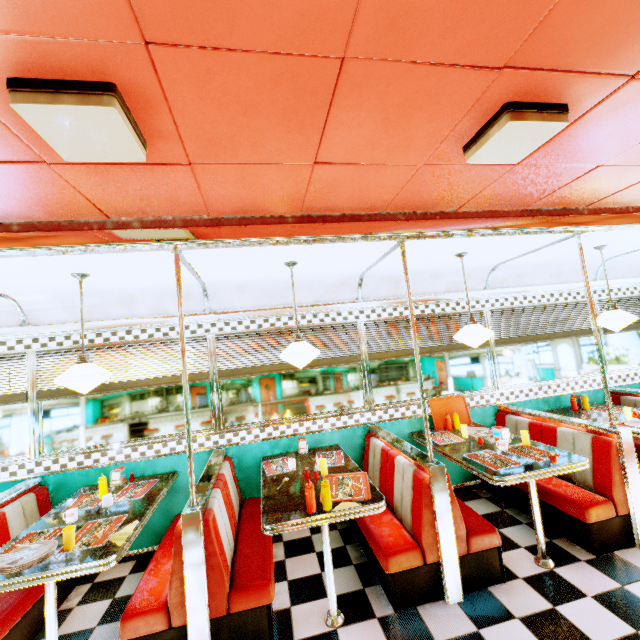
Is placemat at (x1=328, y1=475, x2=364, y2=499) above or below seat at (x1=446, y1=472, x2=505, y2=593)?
above

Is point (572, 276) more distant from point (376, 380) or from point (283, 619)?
point (283, 619)

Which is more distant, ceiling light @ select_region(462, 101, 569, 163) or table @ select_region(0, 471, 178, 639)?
table @ select_region(0, 471, 178, 639)

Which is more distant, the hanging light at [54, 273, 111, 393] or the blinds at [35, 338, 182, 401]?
the blinds at [35, 338, 182, 401]

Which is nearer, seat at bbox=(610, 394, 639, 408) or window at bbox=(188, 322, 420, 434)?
window at bbox=(188, 322, 420, 434)

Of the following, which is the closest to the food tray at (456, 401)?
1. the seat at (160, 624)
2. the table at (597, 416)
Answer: the table at (597, 416)

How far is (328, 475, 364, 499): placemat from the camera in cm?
271

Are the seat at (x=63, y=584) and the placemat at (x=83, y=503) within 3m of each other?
yes
